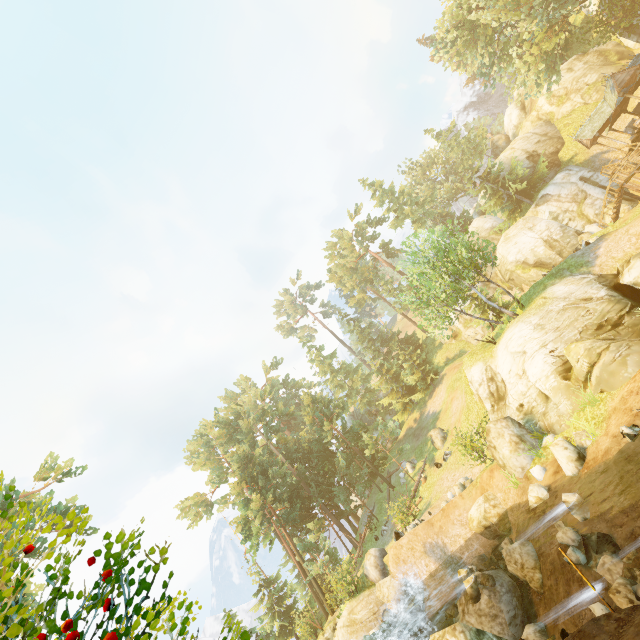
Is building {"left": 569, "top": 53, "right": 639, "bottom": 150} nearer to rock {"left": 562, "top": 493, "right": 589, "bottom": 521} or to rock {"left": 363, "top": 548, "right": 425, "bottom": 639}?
rock {"left": 562, "top": 493, "right": 589, "bottom": 521}

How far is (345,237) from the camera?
53.59m

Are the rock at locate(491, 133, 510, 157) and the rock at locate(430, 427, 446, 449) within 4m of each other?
no

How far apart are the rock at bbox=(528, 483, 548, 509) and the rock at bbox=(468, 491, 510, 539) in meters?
2.4

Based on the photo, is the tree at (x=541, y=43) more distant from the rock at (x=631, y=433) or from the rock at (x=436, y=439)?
the rock at (x=631, y=433)

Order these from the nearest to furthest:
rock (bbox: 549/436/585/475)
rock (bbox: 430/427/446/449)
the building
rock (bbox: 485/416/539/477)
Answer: rock (bbox: 549/436/585/475) < rock (bbox: 485/416/539/477) < the building < rock (bbox: 430/427/446/449)

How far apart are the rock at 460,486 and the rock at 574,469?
7.9m

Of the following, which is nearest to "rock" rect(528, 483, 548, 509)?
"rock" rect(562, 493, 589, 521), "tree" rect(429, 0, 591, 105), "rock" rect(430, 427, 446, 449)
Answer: "rock" rect(562, 493, 589, 521)
